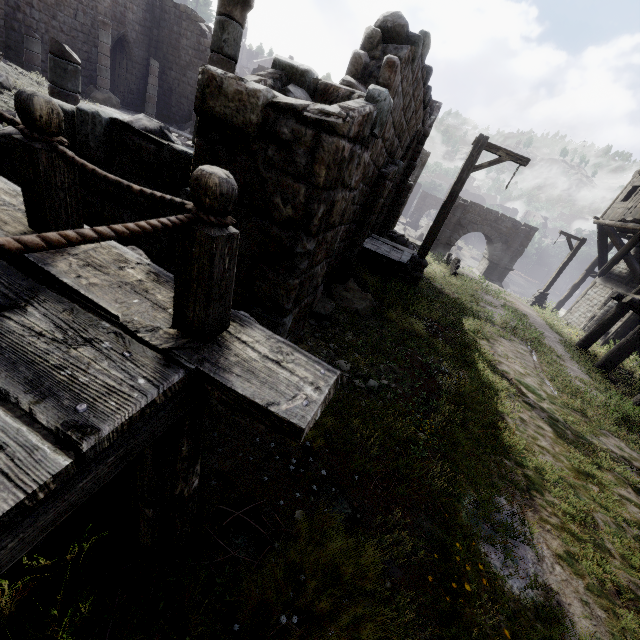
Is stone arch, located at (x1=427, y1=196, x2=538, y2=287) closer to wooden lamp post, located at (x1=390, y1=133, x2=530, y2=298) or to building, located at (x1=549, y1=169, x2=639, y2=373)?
building, located at (x1=549, y1=169, x2=639, y2=373)

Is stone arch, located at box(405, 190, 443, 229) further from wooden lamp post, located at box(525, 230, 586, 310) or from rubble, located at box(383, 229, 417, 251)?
wooden lamp post, located at box(525, 230, 586, 310)

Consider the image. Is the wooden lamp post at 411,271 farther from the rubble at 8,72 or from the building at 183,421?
the rubble at 8,72

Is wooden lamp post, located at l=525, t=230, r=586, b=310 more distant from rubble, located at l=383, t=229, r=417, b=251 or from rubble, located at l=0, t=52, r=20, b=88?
rubble, located at l=0, t=52, r=20, b=88

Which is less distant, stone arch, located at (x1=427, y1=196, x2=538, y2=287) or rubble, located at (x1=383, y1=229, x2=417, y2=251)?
rubble, located at (x1=383, y1=229, x2=417, y2=251)

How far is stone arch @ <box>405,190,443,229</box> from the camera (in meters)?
55.59

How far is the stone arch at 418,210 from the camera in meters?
55.6

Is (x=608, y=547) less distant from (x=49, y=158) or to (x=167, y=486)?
(x=167, y=486)
